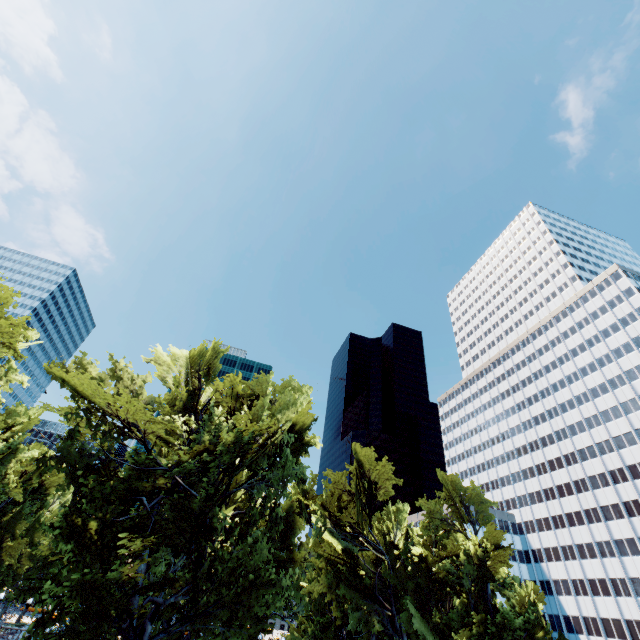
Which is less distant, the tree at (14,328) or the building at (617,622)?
the tree at (14,328)

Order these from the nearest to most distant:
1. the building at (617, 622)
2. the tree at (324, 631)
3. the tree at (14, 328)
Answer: the tree at (324, 631) → the tree at (14, 328) → the building at (617, 622)

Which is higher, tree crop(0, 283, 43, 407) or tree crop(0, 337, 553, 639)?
tree crop(0, 283, 43, 407)

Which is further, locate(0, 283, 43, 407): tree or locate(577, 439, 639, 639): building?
locate(577, 439, 639, 639): building

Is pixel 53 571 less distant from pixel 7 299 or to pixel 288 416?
pixel 288 416

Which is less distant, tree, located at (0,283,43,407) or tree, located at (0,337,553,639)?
tree, located at (0,337,553,639)

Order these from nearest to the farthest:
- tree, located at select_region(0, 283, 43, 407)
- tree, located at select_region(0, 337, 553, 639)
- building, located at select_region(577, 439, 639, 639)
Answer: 1. tree, located at select_region(0, 337, 553, 639)
2. tree, located at select_region(0, 283, 43, 407)
3. building, located at select_region(577, 439, 639, 639)
